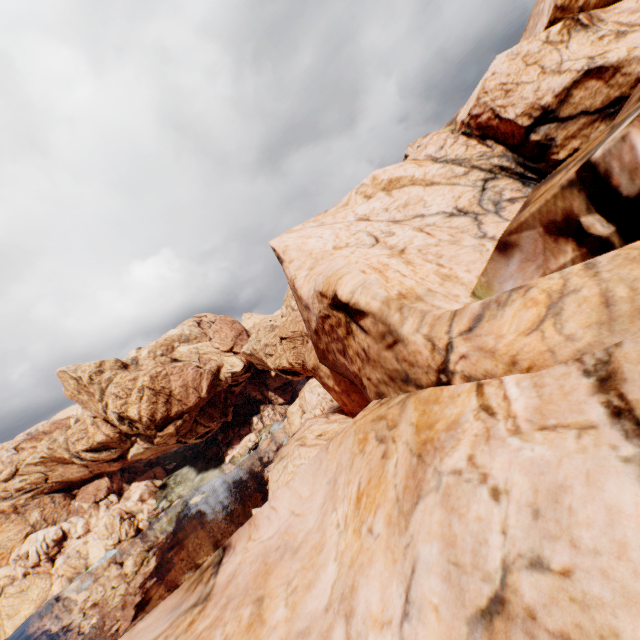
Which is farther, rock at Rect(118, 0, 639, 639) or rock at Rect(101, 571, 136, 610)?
rock at Rect(101, 571, 136, 610)

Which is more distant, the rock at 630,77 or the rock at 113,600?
the rock at 113,600

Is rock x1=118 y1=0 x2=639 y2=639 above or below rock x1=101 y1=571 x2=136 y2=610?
above

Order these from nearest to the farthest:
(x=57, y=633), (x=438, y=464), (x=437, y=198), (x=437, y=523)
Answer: (x=437, y=523) → (x=438, y=464) → (x=437, y=198) → (x=57, y=633)

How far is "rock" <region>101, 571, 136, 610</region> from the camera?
53.5m

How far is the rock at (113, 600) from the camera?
53.50m
